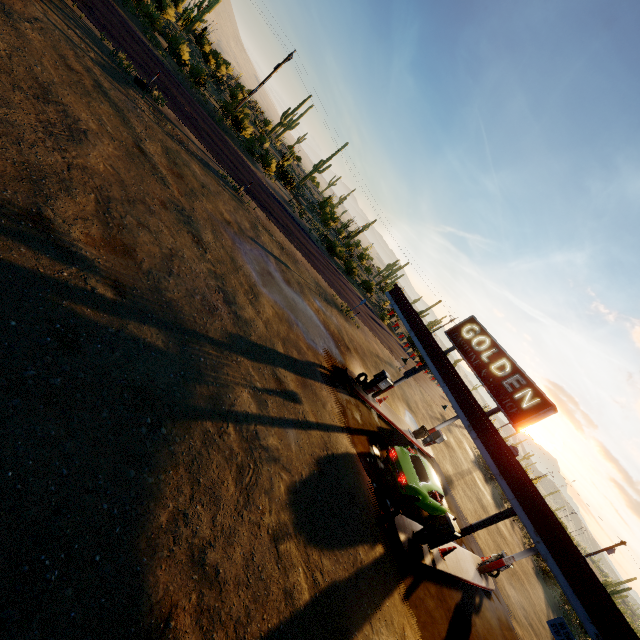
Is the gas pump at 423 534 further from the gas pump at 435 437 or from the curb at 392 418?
the gas pump at 435 437

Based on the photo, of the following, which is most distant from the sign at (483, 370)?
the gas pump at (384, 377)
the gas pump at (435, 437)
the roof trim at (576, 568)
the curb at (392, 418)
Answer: the gas pump at (435, 437)

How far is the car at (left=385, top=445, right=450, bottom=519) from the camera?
12.8 meters

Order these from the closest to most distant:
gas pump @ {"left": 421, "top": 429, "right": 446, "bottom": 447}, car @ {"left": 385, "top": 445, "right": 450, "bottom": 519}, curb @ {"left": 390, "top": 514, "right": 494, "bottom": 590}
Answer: curb @ {"left": 390, "top": 514, "right": 494, "bottom": 590} < car @ {"left": 385, "top": 445, "right": 450, "bottom": 519} < gas pump @ {"left": 421, "top": 429, "right": 446, "bottom": 447}

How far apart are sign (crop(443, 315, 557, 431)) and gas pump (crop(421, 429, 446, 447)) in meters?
9.4

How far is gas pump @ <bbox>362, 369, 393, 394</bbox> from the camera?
16.9m

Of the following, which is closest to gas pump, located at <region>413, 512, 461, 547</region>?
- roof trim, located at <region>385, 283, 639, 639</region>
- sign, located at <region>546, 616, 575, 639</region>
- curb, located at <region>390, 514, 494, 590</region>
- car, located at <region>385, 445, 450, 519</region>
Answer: curb, located at <region>390, 514, 494, 590</region>

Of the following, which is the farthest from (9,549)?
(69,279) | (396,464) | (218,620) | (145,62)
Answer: (145,62)
